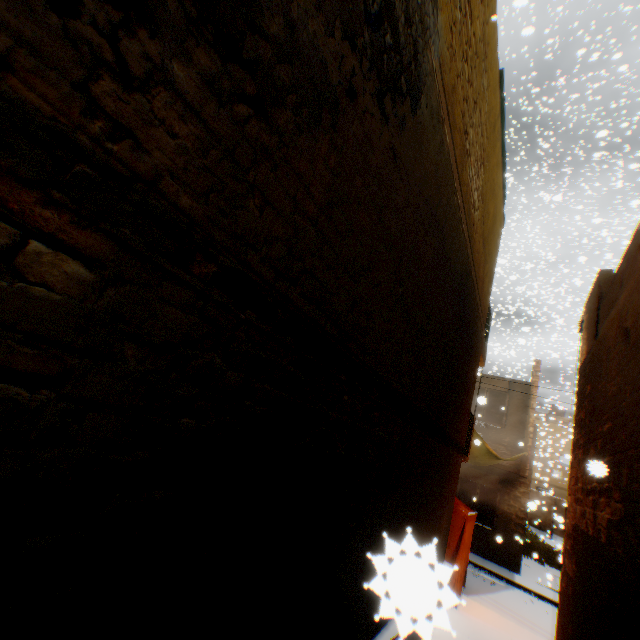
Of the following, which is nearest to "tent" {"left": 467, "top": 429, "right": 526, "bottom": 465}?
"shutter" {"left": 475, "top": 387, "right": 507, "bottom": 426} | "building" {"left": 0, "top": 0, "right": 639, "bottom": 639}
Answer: "building" {"left": 0, "top": 0, "right": 639, "bottom": 639}

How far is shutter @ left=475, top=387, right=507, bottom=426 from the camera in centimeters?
1396cm

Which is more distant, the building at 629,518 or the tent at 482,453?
the tent at 482,453

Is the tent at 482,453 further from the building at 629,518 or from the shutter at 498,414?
the shutter at 498,414

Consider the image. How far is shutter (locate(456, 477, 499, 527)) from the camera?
14.11m

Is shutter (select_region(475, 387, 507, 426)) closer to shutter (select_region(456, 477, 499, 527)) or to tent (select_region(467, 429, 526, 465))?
tent (select_region(467, 429, 526, 465))

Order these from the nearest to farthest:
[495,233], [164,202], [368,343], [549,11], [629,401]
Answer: [164,202], [368,343], [629,401], [495,233], [549,11]

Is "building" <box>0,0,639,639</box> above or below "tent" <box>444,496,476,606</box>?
above
